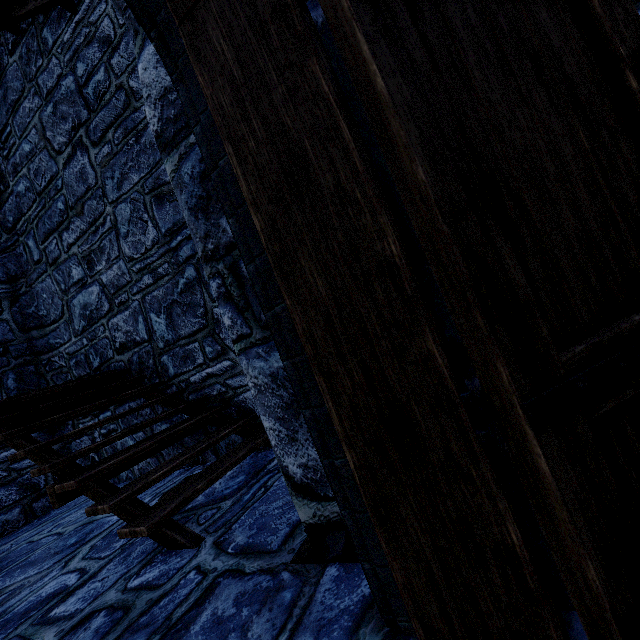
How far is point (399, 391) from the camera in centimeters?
82cm
